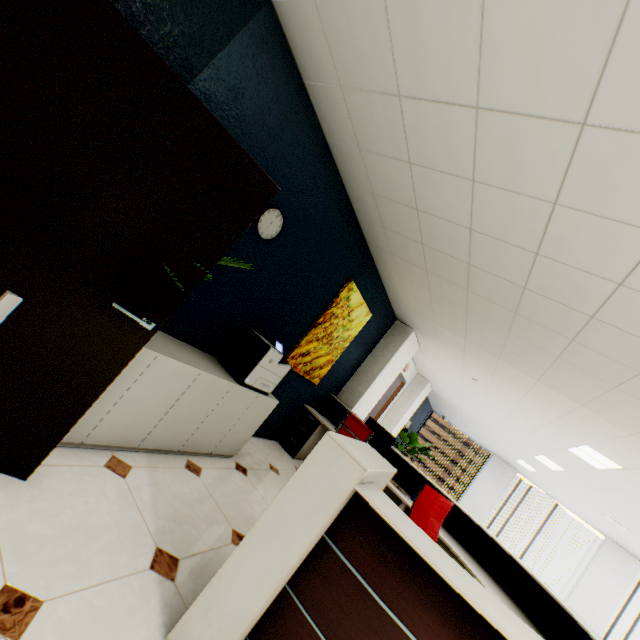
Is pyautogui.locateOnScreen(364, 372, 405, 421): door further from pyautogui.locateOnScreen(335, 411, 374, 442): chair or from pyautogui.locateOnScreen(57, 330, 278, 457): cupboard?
pyautogui.locateOnScreen(57, 330, 278, 457): cupboard

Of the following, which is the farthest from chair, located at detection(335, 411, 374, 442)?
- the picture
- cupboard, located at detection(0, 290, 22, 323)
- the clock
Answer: cupboard, located at detection(0, 290, 22, 323)

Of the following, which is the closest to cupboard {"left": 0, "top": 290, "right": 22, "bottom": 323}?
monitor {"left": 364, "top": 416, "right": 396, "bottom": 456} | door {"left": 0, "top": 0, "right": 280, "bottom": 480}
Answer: door {"left": 0, "top": 0, "right": 280, "bottom": 480}

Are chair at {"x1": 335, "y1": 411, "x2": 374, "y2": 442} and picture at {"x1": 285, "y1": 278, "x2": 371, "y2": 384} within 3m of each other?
yes

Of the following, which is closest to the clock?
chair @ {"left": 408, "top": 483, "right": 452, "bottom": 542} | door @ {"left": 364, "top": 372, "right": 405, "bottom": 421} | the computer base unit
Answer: chair @ {"left": 408, "top": 483, "right": 452, "bottom": 542}

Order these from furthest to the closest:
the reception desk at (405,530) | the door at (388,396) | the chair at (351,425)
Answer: the door at (388,396)
the chair at (351,425)
the reception desk at (405,530)

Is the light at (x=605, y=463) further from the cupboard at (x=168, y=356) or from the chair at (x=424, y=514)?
the cupboard at (x=168, y=356)

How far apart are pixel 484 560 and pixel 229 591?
4.02m
